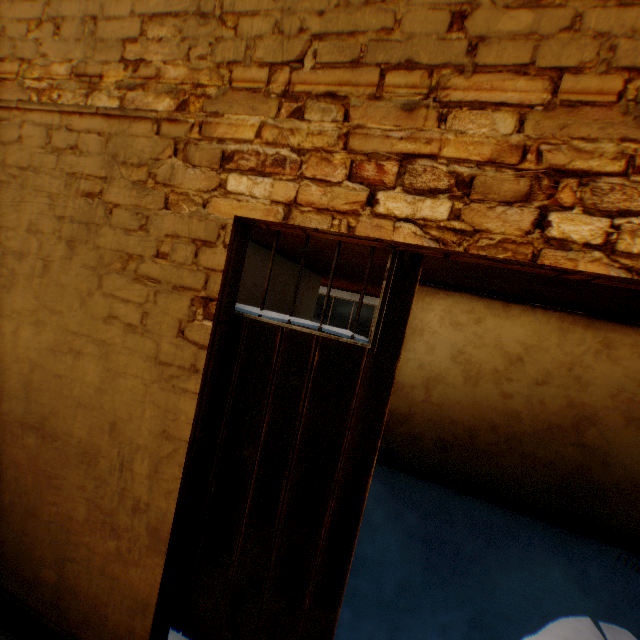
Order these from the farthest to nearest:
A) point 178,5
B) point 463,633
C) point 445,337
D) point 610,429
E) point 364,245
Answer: point 445,337 → point 610,429 → point 364,245 → point 463,633 → point 178,5
